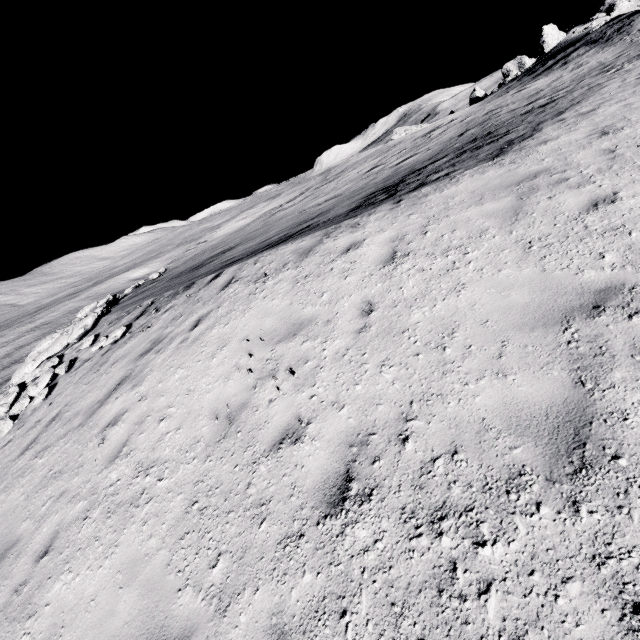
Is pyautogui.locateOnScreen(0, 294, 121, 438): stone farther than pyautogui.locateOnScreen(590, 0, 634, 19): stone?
No

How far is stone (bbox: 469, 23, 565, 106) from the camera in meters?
37.0 m

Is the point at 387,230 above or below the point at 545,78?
below

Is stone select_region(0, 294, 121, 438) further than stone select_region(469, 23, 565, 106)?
No

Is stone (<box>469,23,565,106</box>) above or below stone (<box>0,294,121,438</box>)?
above

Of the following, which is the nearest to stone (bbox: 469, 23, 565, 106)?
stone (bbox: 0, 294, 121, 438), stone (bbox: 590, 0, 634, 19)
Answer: stone (bbox: 590, 0, 634, 19)

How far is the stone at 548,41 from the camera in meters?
37.0 m

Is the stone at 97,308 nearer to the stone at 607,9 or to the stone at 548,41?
the stone at 548,41
